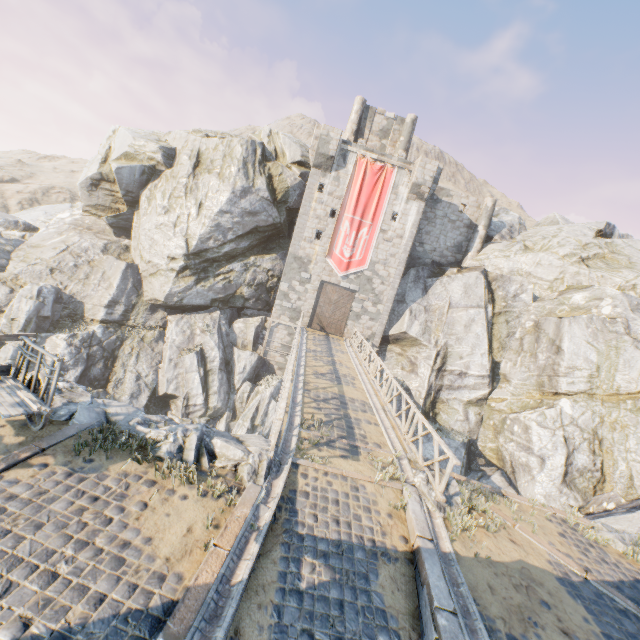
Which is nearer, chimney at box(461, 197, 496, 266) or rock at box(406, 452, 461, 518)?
rock at box(406, 452, 461, 518)

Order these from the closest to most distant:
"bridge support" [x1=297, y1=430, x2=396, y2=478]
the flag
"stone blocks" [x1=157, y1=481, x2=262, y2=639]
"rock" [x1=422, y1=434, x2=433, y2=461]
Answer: "stone blocks" [x1=157, y1=481, x2=262, y2=639] → "bridge support" [x1=297, y1=430, x2=396, y2=478] → "rock" [x1=422, y1=434, x2=433, y2=461] → the flag

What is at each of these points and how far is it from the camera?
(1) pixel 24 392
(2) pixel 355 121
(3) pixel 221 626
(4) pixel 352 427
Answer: (1) wagon, 6.15m
(2) chimney, 27.81m
(3) stone gutter, 4.05m
(4) bridge support, 10.56m

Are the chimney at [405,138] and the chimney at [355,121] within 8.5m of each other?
yes

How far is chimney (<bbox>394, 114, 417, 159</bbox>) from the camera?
28.0m

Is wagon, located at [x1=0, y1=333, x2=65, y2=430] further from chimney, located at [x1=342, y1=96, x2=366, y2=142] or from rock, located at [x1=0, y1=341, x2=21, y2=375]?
chimney, located at [x1=342, y1=96, x2=366, y2=142]

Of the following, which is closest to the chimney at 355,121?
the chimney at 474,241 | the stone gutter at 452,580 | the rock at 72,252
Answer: the rock at 72,252

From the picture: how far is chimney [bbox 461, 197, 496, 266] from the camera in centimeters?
2720cm
